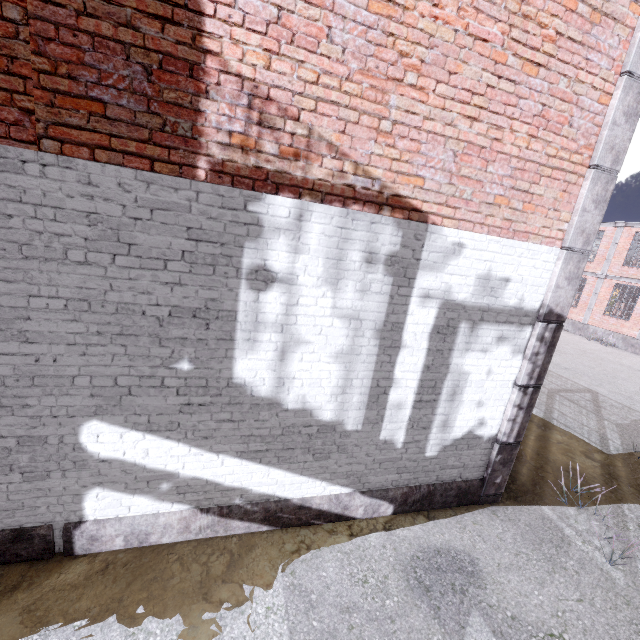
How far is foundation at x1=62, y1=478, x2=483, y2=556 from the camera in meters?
3.6 m

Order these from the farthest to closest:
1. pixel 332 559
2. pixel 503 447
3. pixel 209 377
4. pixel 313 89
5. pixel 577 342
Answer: pixel 577 342 → pixel 503 447 → pixel 332 559 → pixel 209 377 → pixel 313 89

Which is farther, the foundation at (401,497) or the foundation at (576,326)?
the foundation at (576,326)

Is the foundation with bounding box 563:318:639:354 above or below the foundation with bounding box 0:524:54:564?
above

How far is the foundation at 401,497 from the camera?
3.58m

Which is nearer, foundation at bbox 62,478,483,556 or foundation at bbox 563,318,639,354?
foundation at bbox 62,478,483,556
